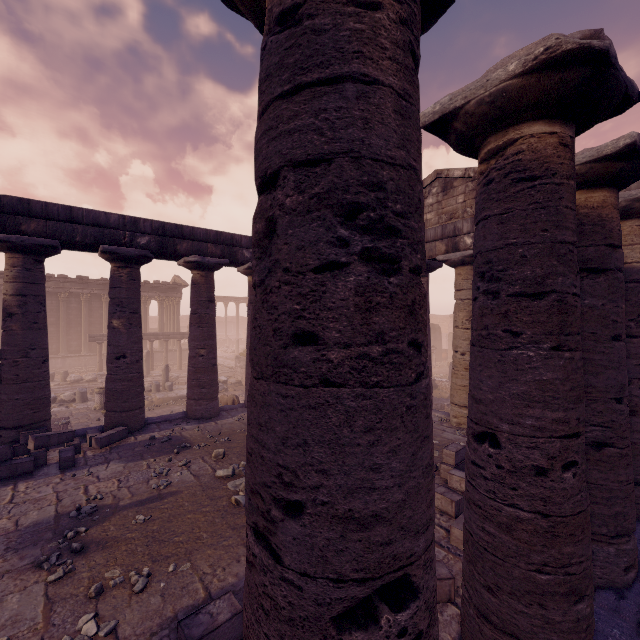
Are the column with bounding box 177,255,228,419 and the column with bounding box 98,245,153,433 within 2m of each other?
yes

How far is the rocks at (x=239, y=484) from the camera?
5.9 meters

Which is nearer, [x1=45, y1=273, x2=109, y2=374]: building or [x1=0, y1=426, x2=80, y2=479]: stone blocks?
[x1=0, y1=426, x2=80, y2=479]: stone blocks

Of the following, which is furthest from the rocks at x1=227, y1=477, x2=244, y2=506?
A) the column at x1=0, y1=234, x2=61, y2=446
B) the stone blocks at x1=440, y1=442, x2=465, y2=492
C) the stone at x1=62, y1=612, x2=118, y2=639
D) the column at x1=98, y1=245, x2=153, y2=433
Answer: the column at x1=0, y1=234, x2=61, y2=446

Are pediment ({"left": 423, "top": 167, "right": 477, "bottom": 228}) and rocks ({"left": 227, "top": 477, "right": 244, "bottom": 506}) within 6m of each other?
no

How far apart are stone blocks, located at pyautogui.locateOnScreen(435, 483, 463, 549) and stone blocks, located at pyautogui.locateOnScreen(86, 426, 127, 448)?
6.80m

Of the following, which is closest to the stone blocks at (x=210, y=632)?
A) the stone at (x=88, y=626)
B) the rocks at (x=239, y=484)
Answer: the stone at (x=88, y=626)

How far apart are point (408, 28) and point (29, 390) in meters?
10.9
